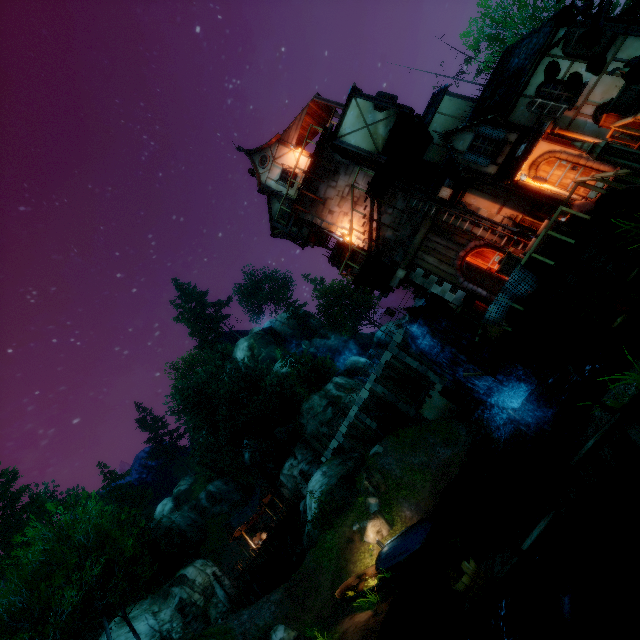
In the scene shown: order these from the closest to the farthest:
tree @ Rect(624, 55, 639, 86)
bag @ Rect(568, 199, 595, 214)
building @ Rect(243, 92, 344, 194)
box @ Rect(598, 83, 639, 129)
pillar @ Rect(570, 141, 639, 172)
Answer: tree @ Rect(624, 55, 639, 86) → pillar @ Rect(570, 141, 639, 172) → box @ Rect(598, 83, 639, 129) → bag @ Rect(568, 199, 595, 214) → building @ Rect(243, 92, 344, 194)

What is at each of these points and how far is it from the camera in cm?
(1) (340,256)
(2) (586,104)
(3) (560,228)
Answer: (1) building, 2008
(2) building, 1219
(3) chest, 1012

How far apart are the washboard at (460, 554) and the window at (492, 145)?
13.39m

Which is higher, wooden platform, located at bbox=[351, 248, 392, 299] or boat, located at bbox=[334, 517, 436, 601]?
wooden platform, located at bbox=[351, 248, 392, 299]

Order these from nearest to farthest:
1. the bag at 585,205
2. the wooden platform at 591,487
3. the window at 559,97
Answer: Answer:
the wooden platform at 591,487
the bag at 585,205
the window at 559,97

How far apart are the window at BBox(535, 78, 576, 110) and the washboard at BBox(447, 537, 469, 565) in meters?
15.4

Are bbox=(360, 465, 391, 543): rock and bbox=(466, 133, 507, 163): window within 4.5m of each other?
no

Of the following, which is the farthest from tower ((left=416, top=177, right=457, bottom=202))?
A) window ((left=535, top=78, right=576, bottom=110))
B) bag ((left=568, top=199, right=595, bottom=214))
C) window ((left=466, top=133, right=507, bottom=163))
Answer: window ((left=535, top=78, right=576, bottom=110))
